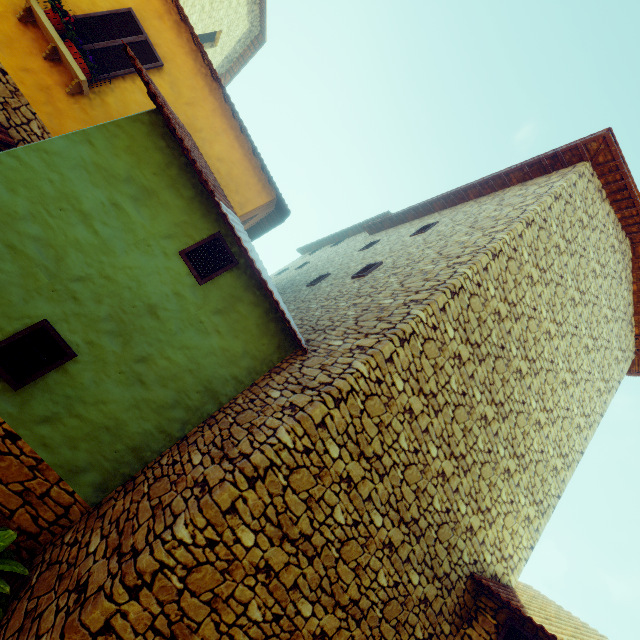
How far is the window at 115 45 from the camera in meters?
6.3 m

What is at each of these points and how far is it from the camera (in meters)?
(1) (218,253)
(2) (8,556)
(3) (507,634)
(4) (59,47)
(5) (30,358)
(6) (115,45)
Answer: (1) window, 5.01
(2) potted tree, 3.59
(3) window, 4.70
(4) window sill, 5.77
(5) window, 3.88
(6) window, 6.48

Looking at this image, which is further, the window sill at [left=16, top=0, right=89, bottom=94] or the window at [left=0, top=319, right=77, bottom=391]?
the window sill at [left=16, top=0, right=89, bottom=94]

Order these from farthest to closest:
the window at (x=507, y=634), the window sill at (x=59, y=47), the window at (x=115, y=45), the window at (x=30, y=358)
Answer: the window at (x=115, y=45)
the window sill at (x=59, y=47)
the window at (x=507, y=634)
the window at (x=30, y=358)

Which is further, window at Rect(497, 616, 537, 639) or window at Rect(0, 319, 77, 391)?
window at Rect(497, 616, 537, 639)

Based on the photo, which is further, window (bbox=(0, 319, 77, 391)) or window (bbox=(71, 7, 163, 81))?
window (bbox=(71, 7, 163, 81))

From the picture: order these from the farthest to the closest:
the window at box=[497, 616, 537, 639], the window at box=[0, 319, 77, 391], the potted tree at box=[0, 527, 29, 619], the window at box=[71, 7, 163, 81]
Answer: the window at box=[71, 7, 163, 81] < the window at box=[497, 616, 537, 639] < the window at box=[0, 319, 77, 391] < the potted tree at box=[0, 527, 29, 619]

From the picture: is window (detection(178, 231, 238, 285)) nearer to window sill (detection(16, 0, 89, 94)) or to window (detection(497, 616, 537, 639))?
window sill (detection(16, 0, 89, 94))
